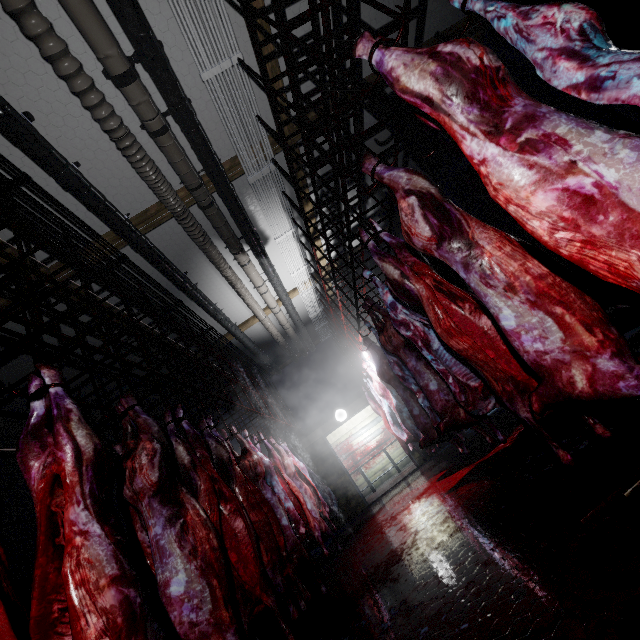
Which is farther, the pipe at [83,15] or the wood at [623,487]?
the pipe at [83,15]

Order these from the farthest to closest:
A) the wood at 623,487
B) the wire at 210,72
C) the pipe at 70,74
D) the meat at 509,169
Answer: the wire at 210,72 < the pipe at 70,74 < the wood at 623,487 < the meat at 509,169

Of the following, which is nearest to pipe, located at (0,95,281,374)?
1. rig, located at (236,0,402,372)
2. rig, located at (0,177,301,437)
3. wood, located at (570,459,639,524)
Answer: rig, located at (0,177,301,437)

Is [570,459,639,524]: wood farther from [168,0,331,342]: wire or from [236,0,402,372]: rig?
[168,0,331,342]: wire

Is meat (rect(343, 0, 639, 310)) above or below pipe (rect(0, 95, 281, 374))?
below

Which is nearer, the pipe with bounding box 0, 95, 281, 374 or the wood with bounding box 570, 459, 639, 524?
the wood with bounding box 570, 459, 639, 524

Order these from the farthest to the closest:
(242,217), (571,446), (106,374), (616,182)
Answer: (106,374) → (242,217) → (571,446) → (616,182)

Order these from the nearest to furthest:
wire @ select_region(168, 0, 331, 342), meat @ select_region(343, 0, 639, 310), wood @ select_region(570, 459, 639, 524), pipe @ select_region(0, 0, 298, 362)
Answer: meat @ select_region(343, 0, 639, 310)
wood @ select_region(570, 459, 639, 524)
pipe @ select_region(0, 0, 298, 362)
wire @ select_region(168, 0, 331, 342)
